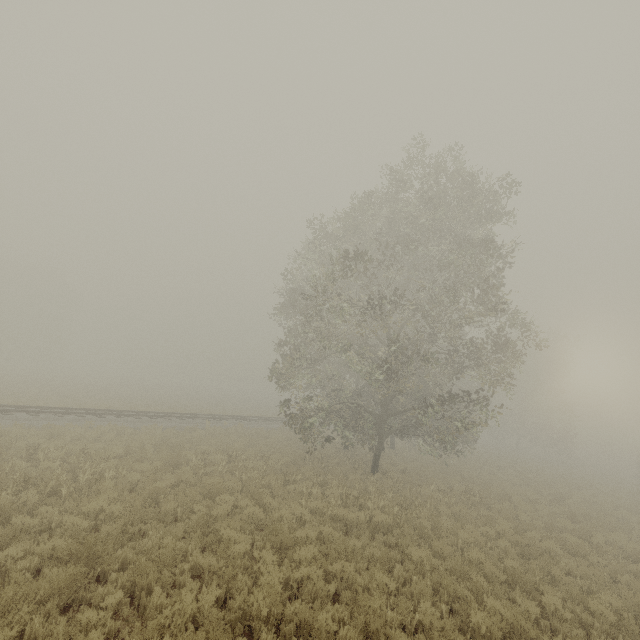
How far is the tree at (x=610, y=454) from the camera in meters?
55.9

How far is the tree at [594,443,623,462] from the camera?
55.9 meters

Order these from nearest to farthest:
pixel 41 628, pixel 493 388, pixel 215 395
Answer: pixel 41 628, pixel 493 388, pixel 215 395
